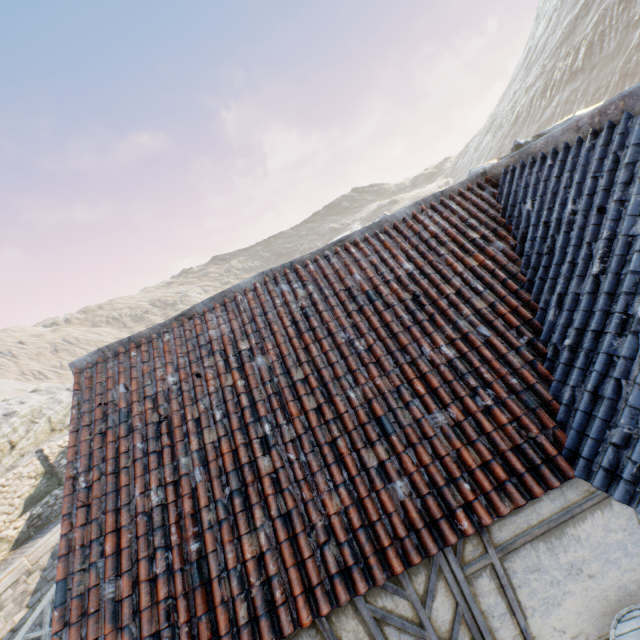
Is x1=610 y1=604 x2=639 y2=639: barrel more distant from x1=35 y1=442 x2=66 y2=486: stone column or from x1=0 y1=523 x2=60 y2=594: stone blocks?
x1=35 y1=442 x2=66 y2=486: stone column

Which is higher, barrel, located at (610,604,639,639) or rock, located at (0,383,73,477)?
rock, located at (0,383,73,477)

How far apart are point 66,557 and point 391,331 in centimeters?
464cm

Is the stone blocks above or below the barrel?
below

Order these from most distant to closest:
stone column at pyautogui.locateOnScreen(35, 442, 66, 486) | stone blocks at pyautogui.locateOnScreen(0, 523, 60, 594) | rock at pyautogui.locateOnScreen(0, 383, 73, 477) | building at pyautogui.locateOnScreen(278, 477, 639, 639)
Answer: rock at pyautogui.locateOnScreen(0, 383, 73, 477) → stone column at pyautogui.locateOnScreen(35, 442, 66, 486) → stone blocks at pyautogui.locateOnScreen(0, 523, 60, 594) → building at pyautogui.locateOnScreen(278, 477, 639, 639)

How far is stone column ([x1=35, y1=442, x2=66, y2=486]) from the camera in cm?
1745

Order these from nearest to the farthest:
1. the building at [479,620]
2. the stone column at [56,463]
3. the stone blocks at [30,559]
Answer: the building at [479,620]
the stone blocks at [30,559]
the stone column at [56,463]

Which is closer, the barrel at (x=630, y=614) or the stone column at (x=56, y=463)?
the barrel at (x=630, y=614)
